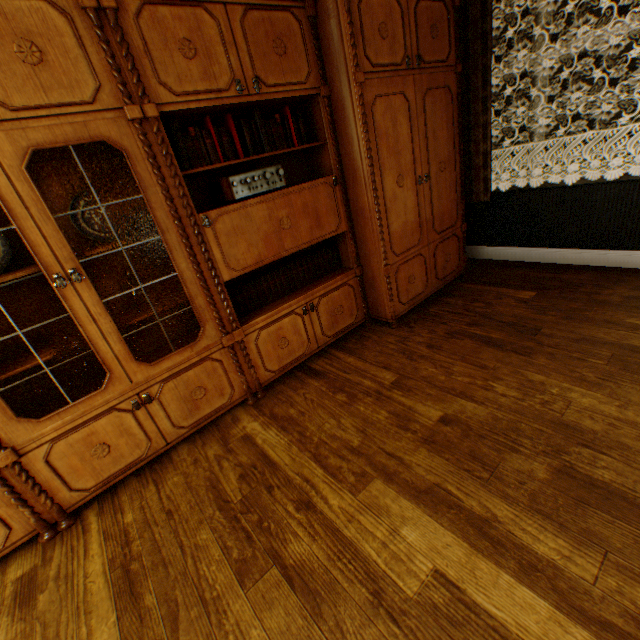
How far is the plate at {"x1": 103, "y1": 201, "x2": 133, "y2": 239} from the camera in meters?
2.0 m

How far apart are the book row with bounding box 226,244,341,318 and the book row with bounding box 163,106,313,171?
0.8m

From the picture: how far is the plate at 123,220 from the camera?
2.00m

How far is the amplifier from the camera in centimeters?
213cm

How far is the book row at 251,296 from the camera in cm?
250

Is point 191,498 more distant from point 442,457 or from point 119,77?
point 119,77

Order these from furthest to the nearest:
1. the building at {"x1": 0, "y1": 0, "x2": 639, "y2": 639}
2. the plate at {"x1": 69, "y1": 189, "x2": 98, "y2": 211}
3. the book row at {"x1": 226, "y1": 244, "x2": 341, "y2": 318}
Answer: the book row at {"x1": 226, "y1": 244, "x2": 341, "y2": 318}
the plate at {"x1": 69, "y1": 189, "x2": 98, "y2": 211}
the building at {"x1": 0, "y1": 0, "x2": 639, "y2": 639}

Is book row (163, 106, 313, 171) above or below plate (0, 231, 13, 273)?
above
